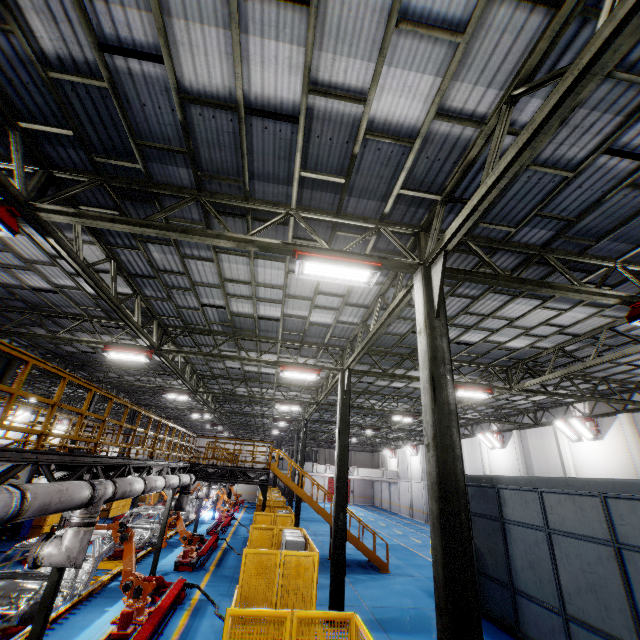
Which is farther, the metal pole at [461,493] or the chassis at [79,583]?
the chassis at [79,583]

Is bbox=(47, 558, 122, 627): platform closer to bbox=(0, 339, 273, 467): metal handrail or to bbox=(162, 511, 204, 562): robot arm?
bbox=(162, 511, 204, 562): robot arm

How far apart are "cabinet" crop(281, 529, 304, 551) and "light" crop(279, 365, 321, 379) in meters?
5.4

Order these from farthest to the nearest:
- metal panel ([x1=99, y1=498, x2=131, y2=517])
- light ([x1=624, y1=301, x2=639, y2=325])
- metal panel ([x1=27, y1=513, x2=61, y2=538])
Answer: metal panel ([x1=99, y1=498, x2=131, y2=517]) → metal panel ([x1=27, y1=513, x2=61, y2=538]) → light ([x1=624, y1=301, x2=639, y2=325])

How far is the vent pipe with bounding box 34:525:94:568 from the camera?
5.9 meters

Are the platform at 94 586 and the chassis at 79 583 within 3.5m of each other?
yes

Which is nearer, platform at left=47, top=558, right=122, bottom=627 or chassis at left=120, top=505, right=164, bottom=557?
platform at left=47, top=558, right=122, bottom=627

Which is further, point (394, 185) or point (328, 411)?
point (328, 411)
